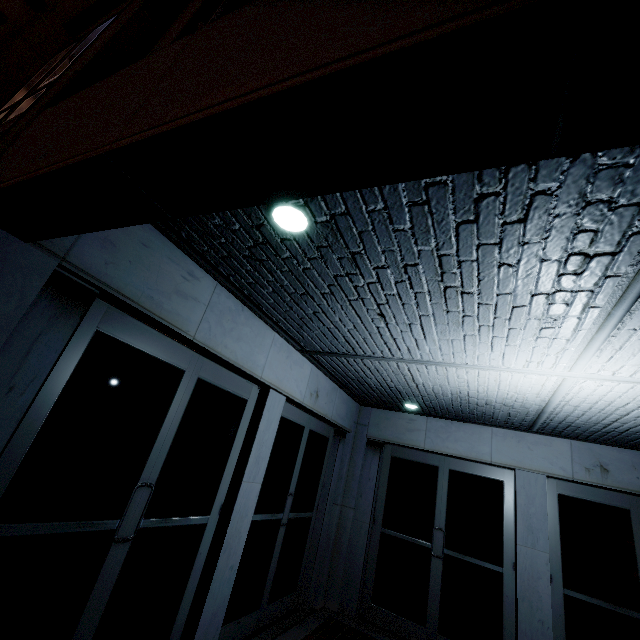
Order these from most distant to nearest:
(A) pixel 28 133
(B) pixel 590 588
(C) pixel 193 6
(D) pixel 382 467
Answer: (D) pixel 382 467
(B) pixel 590 588
(C) pixel 193 6
(A) pixel 28 133

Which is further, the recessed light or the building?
the recessed light

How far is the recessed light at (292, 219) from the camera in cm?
203

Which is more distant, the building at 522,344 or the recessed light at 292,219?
the recessed light at 292,219

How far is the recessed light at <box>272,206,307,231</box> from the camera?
2.0m
